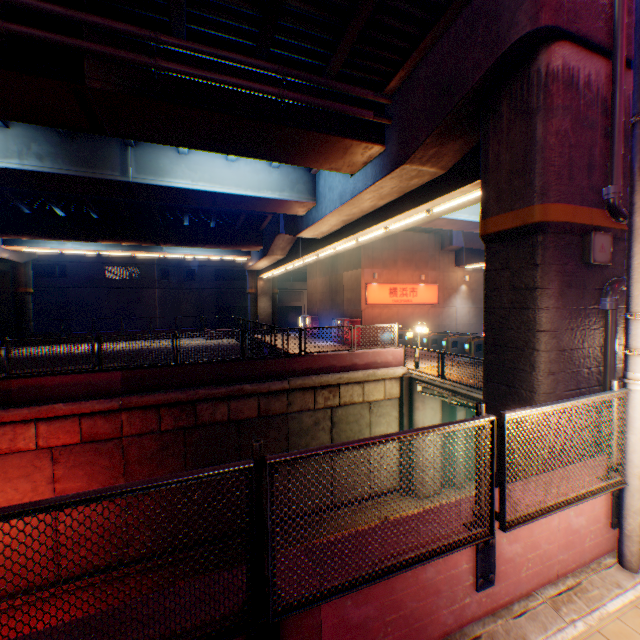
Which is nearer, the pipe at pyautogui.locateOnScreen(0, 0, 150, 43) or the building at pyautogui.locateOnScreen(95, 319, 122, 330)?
the pipe at pyautogui.locateOnScreen(0, 0, 150, 43)

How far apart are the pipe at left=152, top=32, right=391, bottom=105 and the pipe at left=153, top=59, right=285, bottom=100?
0.30m

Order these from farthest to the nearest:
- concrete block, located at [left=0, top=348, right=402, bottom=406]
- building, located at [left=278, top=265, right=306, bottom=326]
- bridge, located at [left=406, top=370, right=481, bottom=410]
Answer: building, located at [left=278, top=265, right=306, bottom=326], bridge, located at [left=406, top=370, right=481, bottom=410], concrete block, located at [left=0, top=348, right=402, bottom=406]

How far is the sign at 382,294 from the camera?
24.0 meters

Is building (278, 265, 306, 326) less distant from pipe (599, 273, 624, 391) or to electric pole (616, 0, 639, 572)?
pipe (599, 273, 624, 391)

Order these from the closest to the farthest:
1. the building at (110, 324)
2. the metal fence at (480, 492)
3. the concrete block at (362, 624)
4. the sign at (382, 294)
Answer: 1. the metal fence at (480, 492)
2. the concrete block at (362, 624)
3. the sign at (382, 294)
4. the building at (110, 324)

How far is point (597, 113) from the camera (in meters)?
6.05

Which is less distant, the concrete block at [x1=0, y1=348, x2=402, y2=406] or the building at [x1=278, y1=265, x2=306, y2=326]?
the concrete block at [x1=0, y1=348, x2=402, y2=406]
